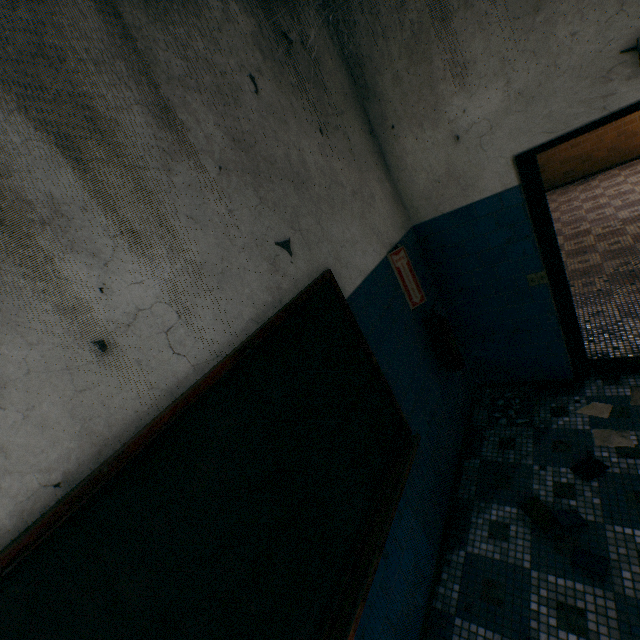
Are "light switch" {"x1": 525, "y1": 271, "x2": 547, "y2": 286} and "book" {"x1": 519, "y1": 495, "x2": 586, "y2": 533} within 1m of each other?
no

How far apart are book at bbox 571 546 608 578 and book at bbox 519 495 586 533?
0.16m

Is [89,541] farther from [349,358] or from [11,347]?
[349,358]

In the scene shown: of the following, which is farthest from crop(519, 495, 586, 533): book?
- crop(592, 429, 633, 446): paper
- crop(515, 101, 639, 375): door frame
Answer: crop(515, 101, 639, 375): door frame

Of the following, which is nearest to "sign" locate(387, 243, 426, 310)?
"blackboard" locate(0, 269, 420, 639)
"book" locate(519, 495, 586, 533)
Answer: "blackboard" locate(0, 269, 420, 639)

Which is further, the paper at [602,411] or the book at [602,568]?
the paper at [602,411]

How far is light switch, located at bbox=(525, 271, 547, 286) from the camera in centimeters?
270cm

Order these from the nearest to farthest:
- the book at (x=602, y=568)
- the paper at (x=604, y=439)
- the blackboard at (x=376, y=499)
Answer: the blackboard at (x=376, y=499) → the book at (x=602, y=568) → the paper at (x=604, y=439)
